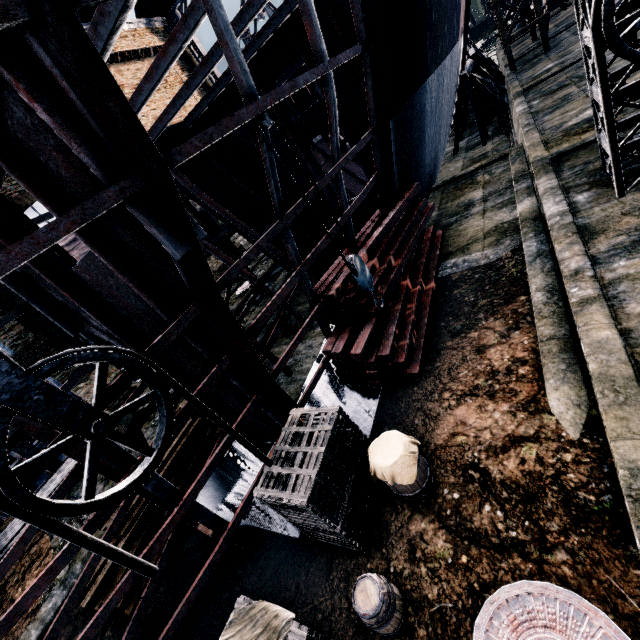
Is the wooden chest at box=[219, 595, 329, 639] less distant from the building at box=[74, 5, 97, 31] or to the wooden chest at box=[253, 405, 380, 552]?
the wooden chest at box=[253, 405, 380, 552]

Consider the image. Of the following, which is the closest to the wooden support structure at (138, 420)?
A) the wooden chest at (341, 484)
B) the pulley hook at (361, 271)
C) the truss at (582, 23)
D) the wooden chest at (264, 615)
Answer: the wooden chest at (341, 484)

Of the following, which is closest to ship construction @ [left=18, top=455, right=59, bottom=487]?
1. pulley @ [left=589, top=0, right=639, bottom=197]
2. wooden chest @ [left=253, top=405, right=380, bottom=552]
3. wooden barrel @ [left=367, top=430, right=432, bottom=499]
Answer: wooden chest @ [left=253, top=405, right=380, bottom=552]

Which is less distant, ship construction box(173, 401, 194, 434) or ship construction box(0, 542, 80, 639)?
ship construction box(0, 542, 80, 639)

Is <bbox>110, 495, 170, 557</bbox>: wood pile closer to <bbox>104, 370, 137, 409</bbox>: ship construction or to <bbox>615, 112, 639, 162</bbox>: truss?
<bbox>104, 370, 137, 409</bbox>: ship construction

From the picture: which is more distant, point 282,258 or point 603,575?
point 282,258

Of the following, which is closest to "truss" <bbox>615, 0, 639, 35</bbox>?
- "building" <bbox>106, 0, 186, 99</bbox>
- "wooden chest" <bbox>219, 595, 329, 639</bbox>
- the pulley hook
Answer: "building" <bbox>106, 0, 186, 99</bbox>

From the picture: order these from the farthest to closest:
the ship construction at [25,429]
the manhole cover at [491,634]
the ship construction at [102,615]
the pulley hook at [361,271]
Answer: the pulley hook at [361,271], the ship construction at [102,615], the ship construction at [25,429], the manhole cover at [491,634]
